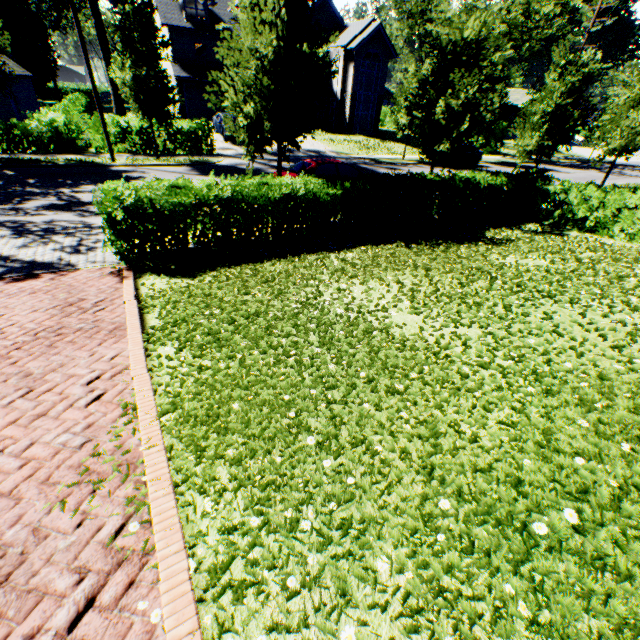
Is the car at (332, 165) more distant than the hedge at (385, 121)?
No

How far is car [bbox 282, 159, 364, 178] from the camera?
12.2 meters

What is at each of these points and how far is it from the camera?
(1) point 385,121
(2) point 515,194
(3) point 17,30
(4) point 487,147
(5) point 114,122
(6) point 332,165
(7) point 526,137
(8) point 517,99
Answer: (1) hedge, 45.8 meters
(2) hedge, 12.6 meters
(3) plant, 41.5 meters
(4) hedge, 33.6 meters
(5) hedge, 18.3 meters
(6) car, 12.6 meters
(7) tree, 16.1 meters
(8) house, 49.3 meters

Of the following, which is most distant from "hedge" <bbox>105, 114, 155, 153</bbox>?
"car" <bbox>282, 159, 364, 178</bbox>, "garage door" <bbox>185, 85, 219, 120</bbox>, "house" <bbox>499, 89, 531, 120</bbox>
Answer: "house" <bbox>499, 89, 531, 120</bbox>

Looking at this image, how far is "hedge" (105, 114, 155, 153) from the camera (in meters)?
18.36

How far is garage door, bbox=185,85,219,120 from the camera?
31.03m

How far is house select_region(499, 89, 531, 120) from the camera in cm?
4838

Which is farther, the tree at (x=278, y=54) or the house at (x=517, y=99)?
the house at (x=517, y=99)
